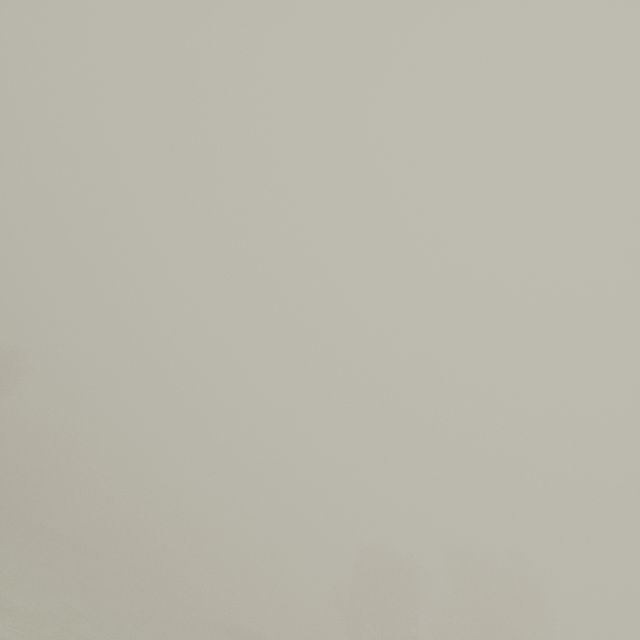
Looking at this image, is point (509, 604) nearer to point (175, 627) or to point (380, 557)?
point (380, 557)
